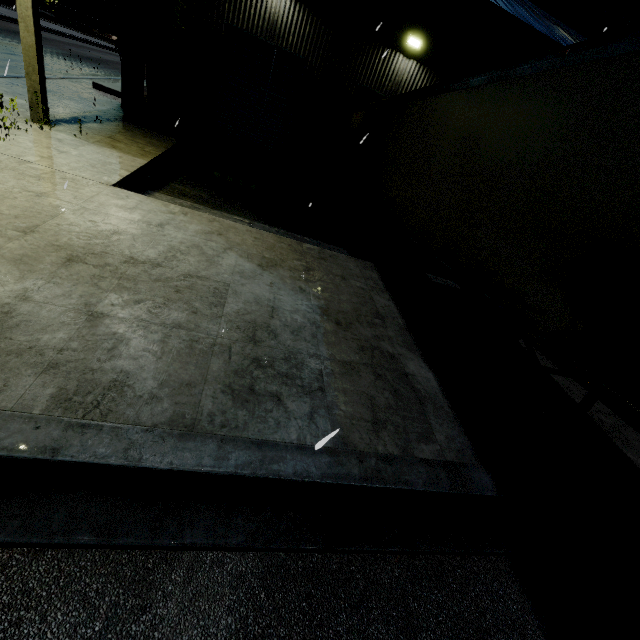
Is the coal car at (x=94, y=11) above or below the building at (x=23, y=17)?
above

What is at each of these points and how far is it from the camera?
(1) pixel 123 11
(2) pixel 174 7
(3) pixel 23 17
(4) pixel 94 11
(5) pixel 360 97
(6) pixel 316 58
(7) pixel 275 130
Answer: (1) tree, 10.5m
(2) tree, 10.6m
(3) building, 6.4m
(4) coal car, 44.4m
(5) roll-up door, 12.9m
(6) building, 11.9m
(7) roll-up door, 13.2m

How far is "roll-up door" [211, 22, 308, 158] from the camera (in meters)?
11.70

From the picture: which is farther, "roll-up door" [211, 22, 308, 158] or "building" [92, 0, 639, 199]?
"roll-up door" [211, 22, 308, 158]

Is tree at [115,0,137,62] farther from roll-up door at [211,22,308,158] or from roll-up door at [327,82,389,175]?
roll-up door at [327,82,389,175]

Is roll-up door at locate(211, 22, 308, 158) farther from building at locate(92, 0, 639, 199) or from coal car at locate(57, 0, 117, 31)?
coal car at locate(57, 0, 117, 31)

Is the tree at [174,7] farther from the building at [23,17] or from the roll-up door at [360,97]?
the roll-up door at [360,97]

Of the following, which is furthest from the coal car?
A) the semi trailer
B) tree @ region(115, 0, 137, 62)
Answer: tree @ region(115, 0, 137, 62)
